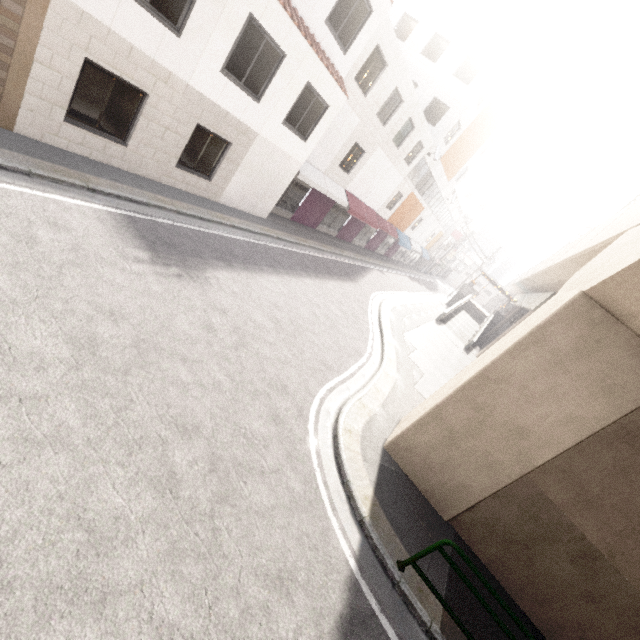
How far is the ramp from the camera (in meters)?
26.09

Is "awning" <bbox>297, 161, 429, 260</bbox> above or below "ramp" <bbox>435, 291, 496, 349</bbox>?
above

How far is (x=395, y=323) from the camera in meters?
16.6

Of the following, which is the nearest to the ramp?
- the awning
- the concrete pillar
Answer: the concrete pillar

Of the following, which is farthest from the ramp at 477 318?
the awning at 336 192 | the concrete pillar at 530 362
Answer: the awning at 336 192

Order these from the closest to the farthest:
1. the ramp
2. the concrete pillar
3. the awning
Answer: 1. the concrete pillar
2. the awning
3. the ramp

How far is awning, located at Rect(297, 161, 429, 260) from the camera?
15.4m

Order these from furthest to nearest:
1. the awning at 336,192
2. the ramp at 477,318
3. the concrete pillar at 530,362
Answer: the ramp at 477,318
the awning at 336,192
the concrete pillar at 530,362
